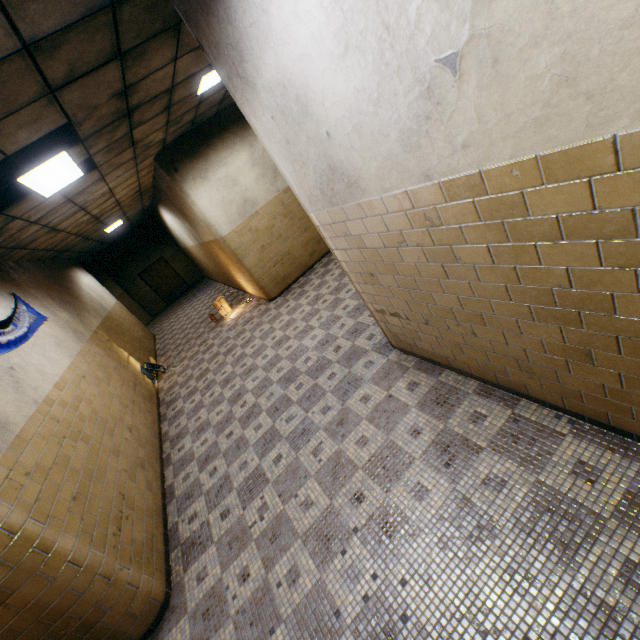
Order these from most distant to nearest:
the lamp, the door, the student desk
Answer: the door → the student desk → the lamp

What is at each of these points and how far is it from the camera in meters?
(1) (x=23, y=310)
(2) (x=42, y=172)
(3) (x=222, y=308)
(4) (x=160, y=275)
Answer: (1) banner, 5.2 m
(2) lamp, 3.9 m
(3) student desk, 9.3 m
(4) door, 17.7 m

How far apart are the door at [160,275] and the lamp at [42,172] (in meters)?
13.63

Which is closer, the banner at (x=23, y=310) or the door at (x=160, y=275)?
Result: the banner at (x=23, y=310)

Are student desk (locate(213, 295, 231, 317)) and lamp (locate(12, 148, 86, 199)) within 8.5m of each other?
yes

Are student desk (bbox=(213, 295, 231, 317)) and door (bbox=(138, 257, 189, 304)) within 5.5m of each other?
no

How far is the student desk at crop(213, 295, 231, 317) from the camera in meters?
9.2

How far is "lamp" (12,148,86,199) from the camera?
3.7m
